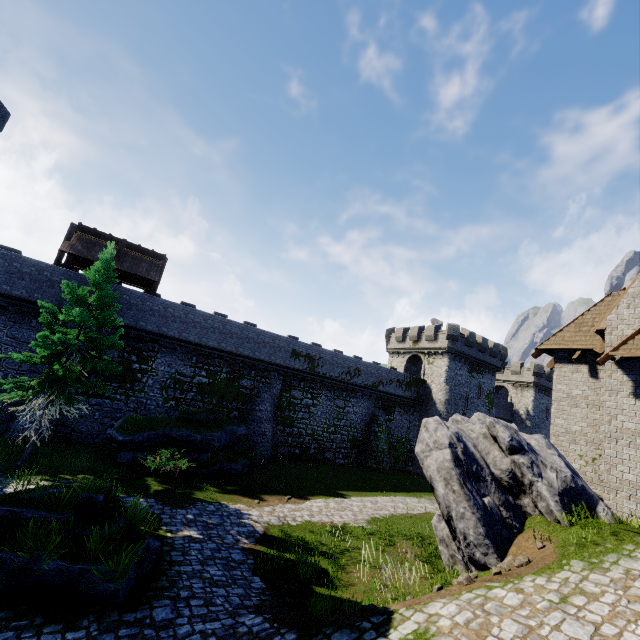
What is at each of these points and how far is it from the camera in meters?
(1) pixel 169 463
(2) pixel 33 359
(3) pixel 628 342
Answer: (1) bush, 16.0 m
(2) tree, 13.6 m
(3) awning, 10.1 m

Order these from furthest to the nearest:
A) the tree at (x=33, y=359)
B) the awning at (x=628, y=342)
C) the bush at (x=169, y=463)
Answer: the bush at (x=169, y=463) < the tree at (x=33, y=359) < the awning at (x=628, y=342)

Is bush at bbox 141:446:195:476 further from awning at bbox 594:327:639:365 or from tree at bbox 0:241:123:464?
awning at bbox 594:327:639:365

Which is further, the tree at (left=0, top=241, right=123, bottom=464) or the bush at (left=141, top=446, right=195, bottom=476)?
the bush at (left=141, top=446, right=195, bottom=476)

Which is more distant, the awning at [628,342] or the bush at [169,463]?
the bush at [169,463]

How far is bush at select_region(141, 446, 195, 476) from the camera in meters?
15.8 m

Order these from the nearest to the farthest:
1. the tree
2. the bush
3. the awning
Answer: the awning
the tree
the bush
